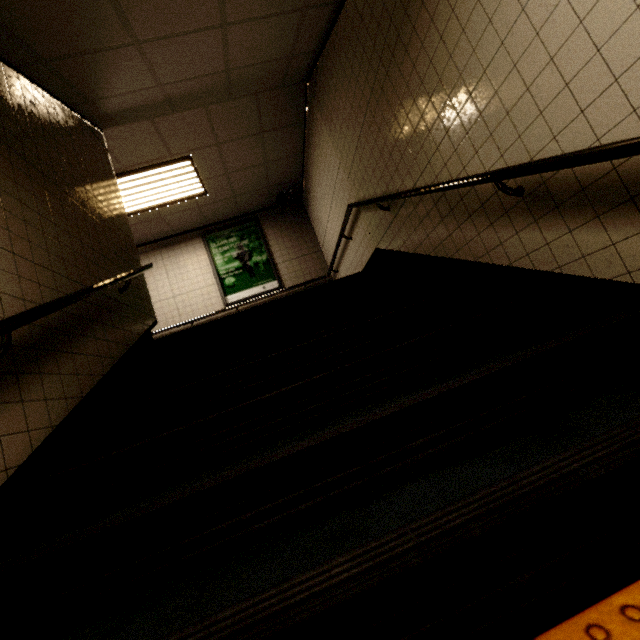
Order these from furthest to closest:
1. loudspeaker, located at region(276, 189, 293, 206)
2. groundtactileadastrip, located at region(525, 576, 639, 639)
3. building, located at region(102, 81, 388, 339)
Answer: loudspeaker, located at region(276, 189, 293, 206)
building, located at region(102, 81, 388, 339)
groundtactileadastrip, located at region(525, 576, 639, 639)

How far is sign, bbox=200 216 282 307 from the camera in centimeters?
680cm

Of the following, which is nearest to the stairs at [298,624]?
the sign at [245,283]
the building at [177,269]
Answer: the building at [177,269]

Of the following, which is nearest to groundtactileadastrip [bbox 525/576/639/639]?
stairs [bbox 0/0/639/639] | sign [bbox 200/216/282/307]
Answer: stairs [bbox 0/0/639/639]

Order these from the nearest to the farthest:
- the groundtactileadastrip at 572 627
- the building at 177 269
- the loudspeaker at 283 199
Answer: the groundtactileadastrip at 572 627, the building at 177 269, the loudspeaker at 283 199

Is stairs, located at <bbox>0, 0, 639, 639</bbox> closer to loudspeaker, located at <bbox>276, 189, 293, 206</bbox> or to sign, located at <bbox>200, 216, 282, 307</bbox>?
loudspeaker, located at <bbox>276, 189, 293, 206</bbox>

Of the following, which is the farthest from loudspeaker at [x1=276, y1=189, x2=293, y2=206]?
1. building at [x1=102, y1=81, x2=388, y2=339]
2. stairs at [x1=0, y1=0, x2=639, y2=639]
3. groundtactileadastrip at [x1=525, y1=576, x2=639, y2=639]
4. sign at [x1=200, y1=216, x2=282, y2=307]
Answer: groundtactileadastrip at [x1=525, y1=576, x2=639, y2=639]

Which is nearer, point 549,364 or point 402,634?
point 402,634
